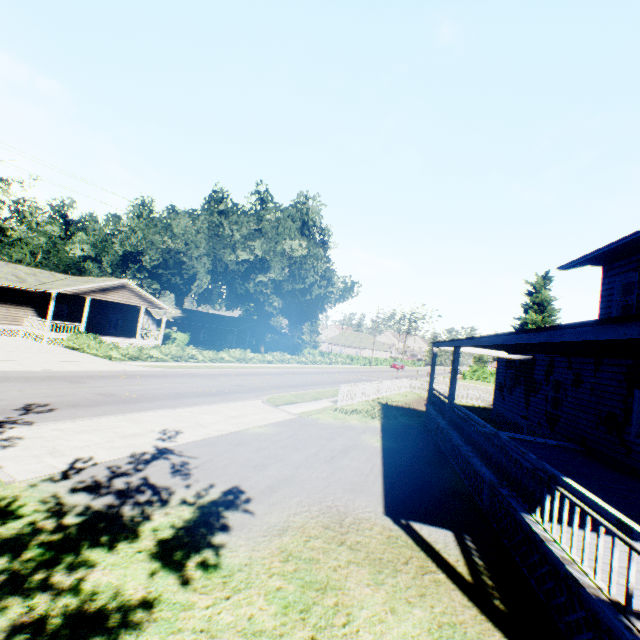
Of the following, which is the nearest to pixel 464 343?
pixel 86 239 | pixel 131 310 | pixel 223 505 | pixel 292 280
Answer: pixel 223 505

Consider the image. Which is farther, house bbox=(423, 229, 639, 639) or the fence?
the fence

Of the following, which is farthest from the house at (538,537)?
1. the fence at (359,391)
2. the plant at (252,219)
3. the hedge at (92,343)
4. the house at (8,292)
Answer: the house at (8,292)

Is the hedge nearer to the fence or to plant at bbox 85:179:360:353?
plant at bbox 85:179:360:353

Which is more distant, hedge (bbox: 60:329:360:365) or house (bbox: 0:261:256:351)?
house (bbox: 0:261:256:351)

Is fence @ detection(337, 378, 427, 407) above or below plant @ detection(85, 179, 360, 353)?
below

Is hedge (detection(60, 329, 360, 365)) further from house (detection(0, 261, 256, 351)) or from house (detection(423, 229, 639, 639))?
house (detection(423, 229, 639, 639))

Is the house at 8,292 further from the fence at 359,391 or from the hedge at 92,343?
the fence at 359,391
